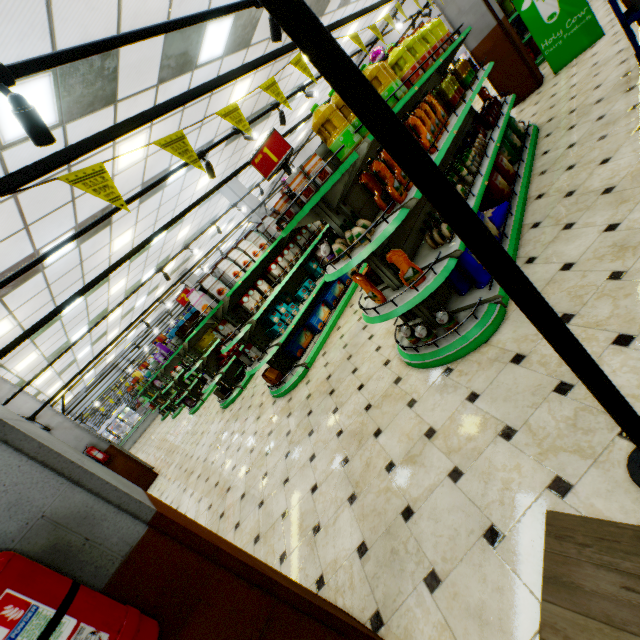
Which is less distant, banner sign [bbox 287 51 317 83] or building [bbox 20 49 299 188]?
banner sign [bbox 287 51 317 83]

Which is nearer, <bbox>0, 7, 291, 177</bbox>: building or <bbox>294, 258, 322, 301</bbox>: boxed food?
<bbox>0, 7, 291, 177</bbox>: building

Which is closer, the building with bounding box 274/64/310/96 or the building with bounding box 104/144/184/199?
the building with bounding box 104/144/184/199

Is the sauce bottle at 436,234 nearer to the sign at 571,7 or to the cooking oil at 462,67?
the cooking oil at 462,67

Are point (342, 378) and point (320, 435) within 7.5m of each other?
yes

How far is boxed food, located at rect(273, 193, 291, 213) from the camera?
2.9m

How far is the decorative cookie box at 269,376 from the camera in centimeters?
576cm

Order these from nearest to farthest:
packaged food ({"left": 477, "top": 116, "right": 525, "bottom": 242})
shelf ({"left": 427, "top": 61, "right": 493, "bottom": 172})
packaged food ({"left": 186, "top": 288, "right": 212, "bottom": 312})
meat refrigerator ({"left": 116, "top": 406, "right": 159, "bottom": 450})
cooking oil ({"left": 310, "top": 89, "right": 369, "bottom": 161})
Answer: cooking oil ({"left": 310, "top": 89, "right": 369, "bottom": 161}), shelf ({"left": 427, "top": 61, "right": 493, "bottom": 172}), packaged food ({"left": 477, "top": 116, "right": 525, "bottom": 242}), packaged food ({"left": 186, "top": 288, "right": 212, "bottom": 312}), meat refrigerator ({"left": 116, "top": 406, "right": 159, "bottom": 450})
